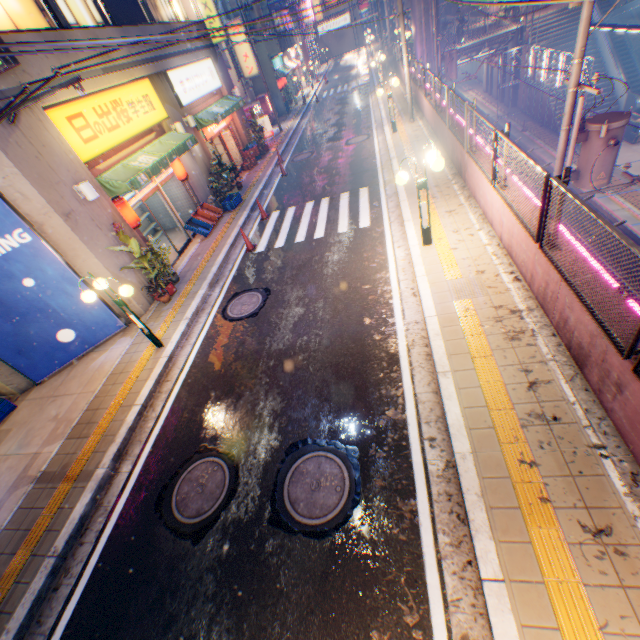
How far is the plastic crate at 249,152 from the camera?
18.83m

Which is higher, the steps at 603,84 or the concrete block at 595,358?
the concrete block at 595,358

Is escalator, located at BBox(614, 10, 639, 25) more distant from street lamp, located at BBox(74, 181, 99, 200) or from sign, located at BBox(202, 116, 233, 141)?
street lamp, located at BBox(74, 181, 99, 200)

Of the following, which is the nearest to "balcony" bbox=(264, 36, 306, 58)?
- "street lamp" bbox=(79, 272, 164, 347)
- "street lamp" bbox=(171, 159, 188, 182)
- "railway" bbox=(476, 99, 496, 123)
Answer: "railway" bbox=(476, 99, 496, 123)

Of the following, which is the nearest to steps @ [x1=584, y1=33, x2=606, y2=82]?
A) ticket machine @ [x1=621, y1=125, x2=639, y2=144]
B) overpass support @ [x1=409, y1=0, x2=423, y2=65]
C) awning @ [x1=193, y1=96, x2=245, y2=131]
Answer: ticket machine @ [x1=621, y1=125, x2=639, y2=144]

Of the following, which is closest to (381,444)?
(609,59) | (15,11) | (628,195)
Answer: (15,11)

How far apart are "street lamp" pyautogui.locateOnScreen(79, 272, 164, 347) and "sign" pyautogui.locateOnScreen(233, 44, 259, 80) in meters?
24.9 m

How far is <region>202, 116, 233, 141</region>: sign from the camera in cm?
1566
